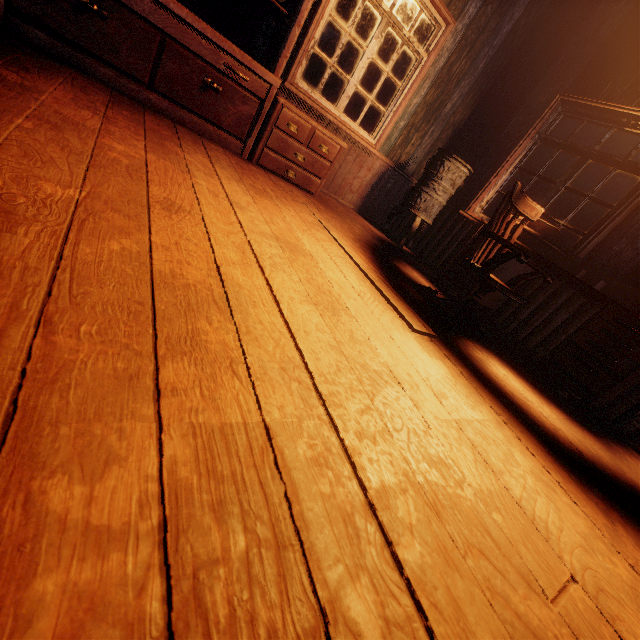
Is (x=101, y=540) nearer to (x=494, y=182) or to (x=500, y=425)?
(x=500, y=425)

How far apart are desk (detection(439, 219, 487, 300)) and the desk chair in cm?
19

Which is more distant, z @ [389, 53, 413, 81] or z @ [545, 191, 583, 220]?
z @ [389, 53, 413, 81]

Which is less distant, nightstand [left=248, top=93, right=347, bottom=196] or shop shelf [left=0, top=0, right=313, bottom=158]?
→ shop shelf [left=0, top=0, right=313, bottom=158]

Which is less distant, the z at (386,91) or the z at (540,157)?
the z at (386,91)

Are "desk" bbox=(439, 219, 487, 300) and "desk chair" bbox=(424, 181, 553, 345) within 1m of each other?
yes

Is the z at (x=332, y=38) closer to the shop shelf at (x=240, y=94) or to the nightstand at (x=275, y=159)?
the nightstand at (x=275, y=159)

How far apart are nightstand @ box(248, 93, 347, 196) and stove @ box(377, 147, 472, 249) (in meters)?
1.29
